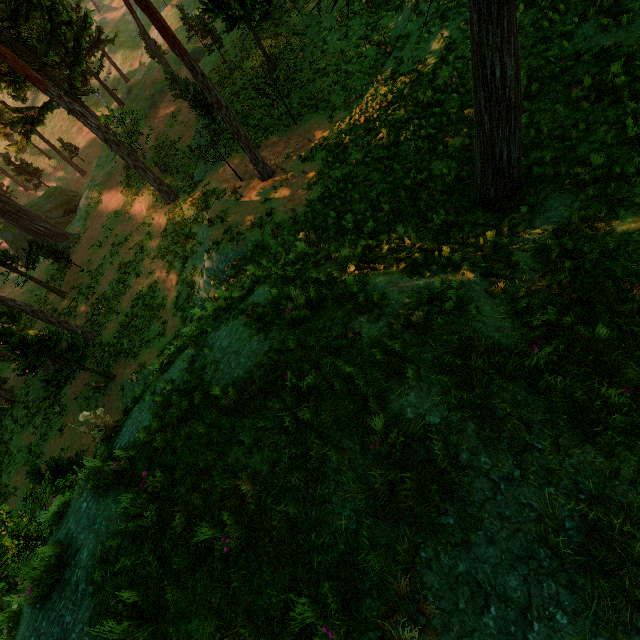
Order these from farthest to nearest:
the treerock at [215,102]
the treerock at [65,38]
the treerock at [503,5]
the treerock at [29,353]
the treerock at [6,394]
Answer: the treerock at [65,38] → the treerock at [6,394] → the treerock at [29,353] → the treerock at [215,102] → the treerock at [503,5]

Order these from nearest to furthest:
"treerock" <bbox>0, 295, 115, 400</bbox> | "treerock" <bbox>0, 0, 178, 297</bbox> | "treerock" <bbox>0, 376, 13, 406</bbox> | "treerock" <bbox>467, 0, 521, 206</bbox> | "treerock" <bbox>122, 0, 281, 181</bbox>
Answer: "treerock" <bbox>467, 0, 521, 206</bbox> → "treerock" <bbox>122, 0, 281, 181</bbox> → "treerock" <bbox>0, 295, 115, 400</bbox> → "treerock" <bbox>0, 376, 13, 406</bbox> → "treerock" <bbox>0, 0, 178, 297</bbox>

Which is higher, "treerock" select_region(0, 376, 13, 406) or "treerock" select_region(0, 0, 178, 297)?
"treerock" select_region(0, 0, 178, 297)

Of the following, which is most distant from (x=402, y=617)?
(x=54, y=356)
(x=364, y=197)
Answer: (x=54, y=356)

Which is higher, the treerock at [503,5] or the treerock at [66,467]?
the treerock at [503,5]

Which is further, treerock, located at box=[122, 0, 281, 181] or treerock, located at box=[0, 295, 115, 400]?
treerock, located at box=[0, 295, 115, 400]
